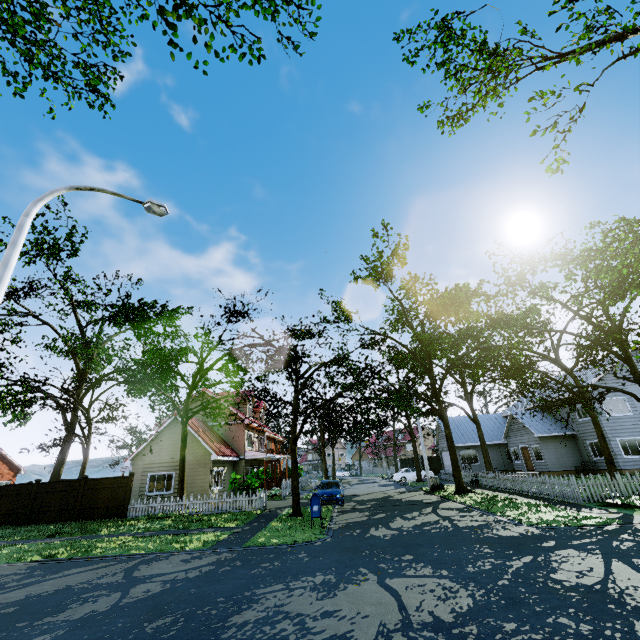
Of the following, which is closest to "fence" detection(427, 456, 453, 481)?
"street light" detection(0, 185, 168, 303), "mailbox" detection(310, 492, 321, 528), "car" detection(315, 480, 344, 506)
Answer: "street light" detection(0, 185, 168, 303)

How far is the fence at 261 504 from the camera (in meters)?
18.59

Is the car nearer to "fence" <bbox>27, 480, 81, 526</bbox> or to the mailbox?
"fence" <bbox>27, 480, 81, 526</bbox>

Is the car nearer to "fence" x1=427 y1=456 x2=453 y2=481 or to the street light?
"fence" x1=427 y1=456 x2=453 y2=481

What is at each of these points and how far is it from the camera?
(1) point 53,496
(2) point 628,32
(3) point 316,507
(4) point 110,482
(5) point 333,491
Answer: (1) fence, 19.5 meters
(2) tree, 9.3 meters
(3) mailbox, 13.3 meters
(4) fence, 19.6 meters
(5) car, 19.9 meters

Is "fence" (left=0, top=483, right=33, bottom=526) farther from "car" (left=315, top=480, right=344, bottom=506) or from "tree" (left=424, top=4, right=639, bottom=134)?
"car" (left=315, top=480, right=344, bottom=506)

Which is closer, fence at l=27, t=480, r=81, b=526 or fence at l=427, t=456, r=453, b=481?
fence at l=27, t=480, r=81, b=526
